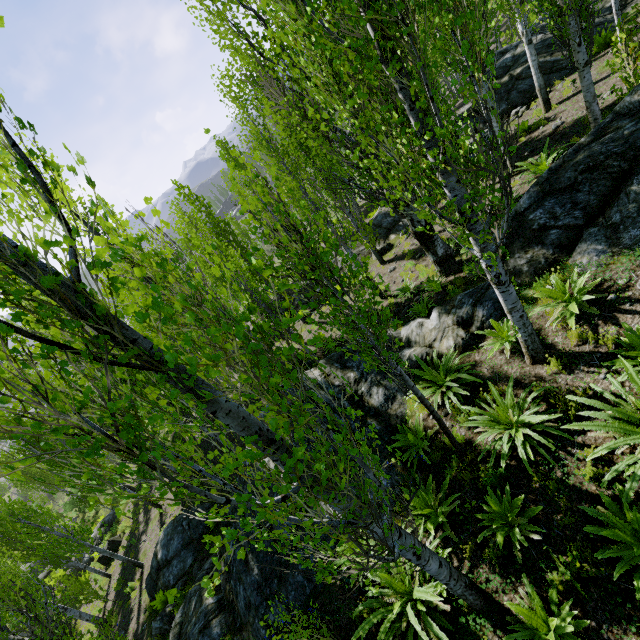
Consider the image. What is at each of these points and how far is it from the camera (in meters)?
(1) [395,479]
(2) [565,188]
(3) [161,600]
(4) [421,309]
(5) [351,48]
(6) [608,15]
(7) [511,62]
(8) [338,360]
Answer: (1) rock, 6.95
(2) rock, 6.70
(3) instancedfoliageactor, 10.93
(4) instancedfoliageactor, 9.73
(5) instancedfoliageactor, 3.00
(6) rock, 13.98
(7) rock, 16.33
(8) rock, 10.23

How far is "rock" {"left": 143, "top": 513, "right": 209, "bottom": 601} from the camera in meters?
11.6

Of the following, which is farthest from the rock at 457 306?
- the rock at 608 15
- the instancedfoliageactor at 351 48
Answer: the rock at 608 15

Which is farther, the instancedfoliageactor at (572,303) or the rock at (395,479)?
the rock at (395,479)

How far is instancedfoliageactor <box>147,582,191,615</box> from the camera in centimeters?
200cm

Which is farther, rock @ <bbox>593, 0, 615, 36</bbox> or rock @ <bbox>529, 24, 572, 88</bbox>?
rock @ <bbox>529, 24, 572, 88</bbox>

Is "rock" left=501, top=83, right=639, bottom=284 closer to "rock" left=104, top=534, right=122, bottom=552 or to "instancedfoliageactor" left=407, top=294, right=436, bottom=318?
"instancedfoliageactor" left=407, top=294, right=436, bottom=318
